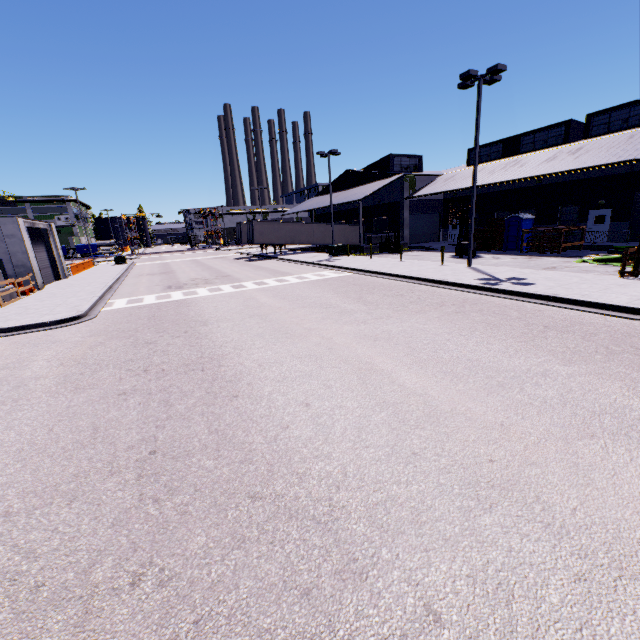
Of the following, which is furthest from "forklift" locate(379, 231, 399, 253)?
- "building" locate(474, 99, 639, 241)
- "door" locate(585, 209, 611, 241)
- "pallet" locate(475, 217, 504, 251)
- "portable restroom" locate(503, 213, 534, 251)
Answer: "door" locate(585, 209, 611, 241)

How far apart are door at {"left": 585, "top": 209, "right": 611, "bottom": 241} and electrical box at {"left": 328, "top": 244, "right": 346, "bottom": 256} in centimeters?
2007cm

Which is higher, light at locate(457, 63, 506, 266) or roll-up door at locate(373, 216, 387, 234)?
light at locate(457, 63, 506, 266)

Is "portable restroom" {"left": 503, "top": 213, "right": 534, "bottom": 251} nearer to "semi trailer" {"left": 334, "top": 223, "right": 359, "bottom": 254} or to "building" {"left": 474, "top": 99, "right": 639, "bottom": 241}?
"building" {"left": 474, "top": 99, "right": 639, "bottom": 241}

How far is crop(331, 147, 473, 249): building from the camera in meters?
34.1

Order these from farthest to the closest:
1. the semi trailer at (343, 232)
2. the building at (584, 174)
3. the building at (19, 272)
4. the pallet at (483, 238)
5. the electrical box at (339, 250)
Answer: the semi trailer at (343, 232) → the electrical box at (339, 250) → the pallet at (483, 238) → the building at (584, 174) → the building at (19, 272)

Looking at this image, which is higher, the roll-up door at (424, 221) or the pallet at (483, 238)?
the roll-up door at (424, 221)

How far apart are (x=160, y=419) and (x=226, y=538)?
3.05m
